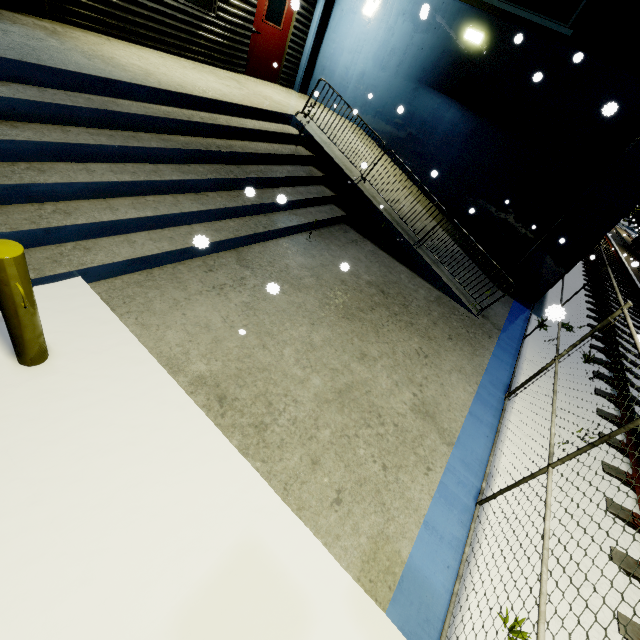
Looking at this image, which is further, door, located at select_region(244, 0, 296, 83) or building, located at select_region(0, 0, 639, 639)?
door, located at select_region(244, 0, 296, 83)

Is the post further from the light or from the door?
the light

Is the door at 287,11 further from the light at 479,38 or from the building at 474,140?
the light at 479,38

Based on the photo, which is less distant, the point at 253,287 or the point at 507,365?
the point at 253,287

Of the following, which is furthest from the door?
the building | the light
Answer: the light

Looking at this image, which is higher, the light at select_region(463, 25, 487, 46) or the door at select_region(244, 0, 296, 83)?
the light at select_region(463, 25, 487, 46)

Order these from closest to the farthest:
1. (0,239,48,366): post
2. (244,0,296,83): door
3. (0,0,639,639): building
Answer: (0,239,48,366): post
(0,0,639,639): building
(244,0,296,83): door

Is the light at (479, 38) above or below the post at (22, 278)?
above
